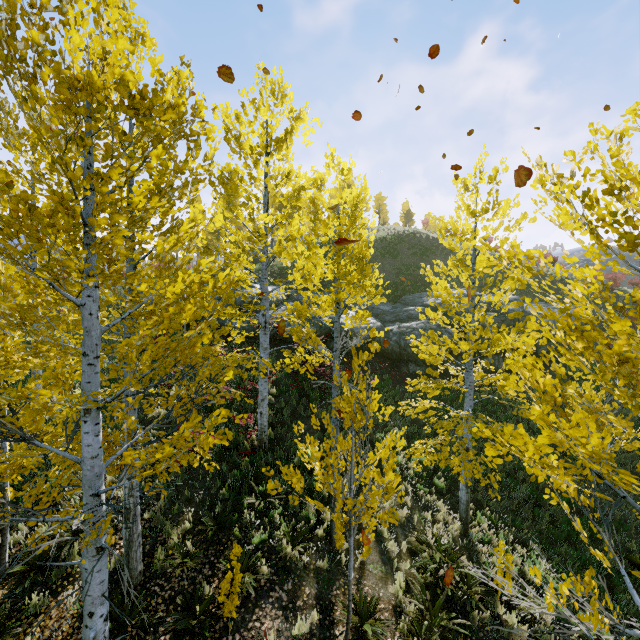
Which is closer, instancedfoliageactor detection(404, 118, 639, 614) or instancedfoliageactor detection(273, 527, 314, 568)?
instancedfoliageactor detection(404, 118, 639, 614)

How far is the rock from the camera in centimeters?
1638cm

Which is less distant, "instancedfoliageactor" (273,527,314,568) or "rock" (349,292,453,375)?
"instancedfoliageactor" (273,527,314,568)

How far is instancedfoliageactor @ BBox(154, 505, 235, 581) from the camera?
6.5m

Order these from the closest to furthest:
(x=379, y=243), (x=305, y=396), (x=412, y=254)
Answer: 1. (x=305, y=396)
2. (x=412, y=254)
3. (x=379, y=243)

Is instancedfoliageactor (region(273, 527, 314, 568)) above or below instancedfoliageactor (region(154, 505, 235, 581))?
below

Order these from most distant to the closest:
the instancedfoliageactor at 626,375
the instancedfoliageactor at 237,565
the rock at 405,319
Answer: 1. the rock at 405,319
2. the instancedfoliageactor at 237,565
3. the instancedfoliageactor at 626,375

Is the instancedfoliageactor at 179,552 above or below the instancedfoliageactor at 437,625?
above
